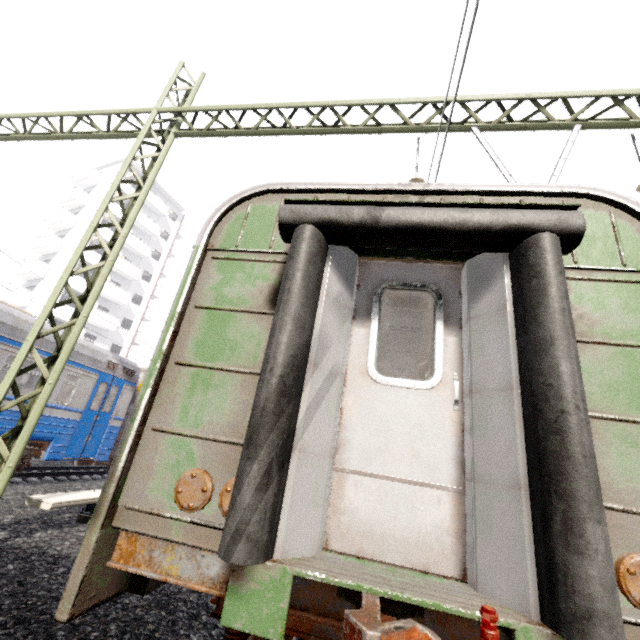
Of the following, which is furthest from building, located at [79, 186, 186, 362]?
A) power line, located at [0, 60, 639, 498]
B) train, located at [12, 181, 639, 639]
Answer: power line, located at [0, 60, 639, 498]

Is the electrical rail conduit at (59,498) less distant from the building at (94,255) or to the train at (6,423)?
the train at (6,423)

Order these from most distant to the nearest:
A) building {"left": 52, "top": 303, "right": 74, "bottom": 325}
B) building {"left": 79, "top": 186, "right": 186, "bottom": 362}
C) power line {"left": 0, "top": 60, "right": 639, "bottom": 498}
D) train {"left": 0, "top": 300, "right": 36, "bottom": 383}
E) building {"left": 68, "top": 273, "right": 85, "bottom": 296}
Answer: building {"left": 79, "top": 186, "right": 186, "bottom": 362}, building {"left": 68, "top": 273, "right": 85, "bottom": 296}, building {"left": 52, "top": 303, "right": 74, "bottom": 325}, train {"left": 0, "top": 300, "right": 36, "bottom": 383}, power line {"left": 0, "top": 60, "right": 639, "bottom": 498}

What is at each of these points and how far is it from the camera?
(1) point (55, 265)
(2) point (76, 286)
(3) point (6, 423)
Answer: (1) building, 30.8 meters
(2) building, 30.5 meters
(3) train, 7.8 meters

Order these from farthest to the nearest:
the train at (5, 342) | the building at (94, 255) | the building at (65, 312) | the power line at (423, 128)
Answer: the building at (94, 255) < the building at (65, 312) < the train at (5, 342) < the power line at (423, 128)

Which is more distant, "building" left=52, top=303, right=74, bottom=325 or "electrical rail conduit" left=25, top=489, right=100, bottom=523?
"building" left=52, top=303, right=74, bottom=325

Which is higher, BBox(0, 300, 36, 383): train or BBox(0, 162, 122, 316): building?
BBox(0, 162, 122, 316): building

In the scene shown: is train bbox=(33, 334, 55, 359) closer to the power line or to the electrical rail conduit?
the power line
